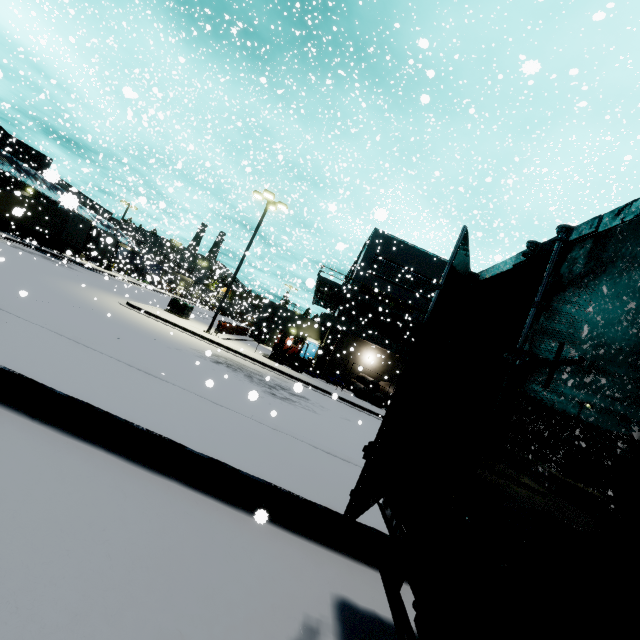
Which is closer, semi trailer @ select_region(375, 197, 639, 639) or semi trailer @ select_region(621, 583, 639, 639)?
semi trailer @ select_region(621, 583, 639, 639)

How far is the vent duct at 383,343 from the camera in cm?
2898

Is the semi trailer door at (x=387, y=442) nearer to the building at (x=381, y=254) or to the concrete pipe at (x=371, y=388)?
the building at (x=381, y=254)

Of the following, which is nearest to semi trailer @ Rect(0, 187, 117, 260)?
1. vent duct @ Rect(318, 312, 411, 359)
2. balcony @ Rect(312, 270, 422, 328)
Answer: vent duct @ Rect(318, 312, 411, 359)

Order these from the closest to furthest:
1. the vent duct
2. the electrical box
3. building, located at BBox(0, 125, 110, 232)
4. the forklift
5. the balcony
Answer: building, located at BBox(0, 125, 110, 232) → the forklift → the electrical box → the balcony → the vent duct

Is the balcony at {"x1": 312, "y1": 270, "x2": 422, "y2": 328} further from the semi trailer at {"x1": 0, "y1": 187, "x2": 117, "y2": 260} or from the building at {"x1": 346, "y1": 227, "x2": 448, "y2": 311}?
the semi trailer at {"x1": 0, "y1": 187, "x2": 117, "y2": 260}

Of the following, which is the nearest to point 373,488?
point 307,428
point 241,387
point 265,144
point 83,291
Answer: point 307,428

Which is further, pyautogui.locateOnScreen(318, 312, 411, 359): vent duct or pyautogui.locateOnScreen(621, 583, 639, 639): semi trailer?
pyautogui.locateOnScreen(318, 312, 411, 359): vent duct
